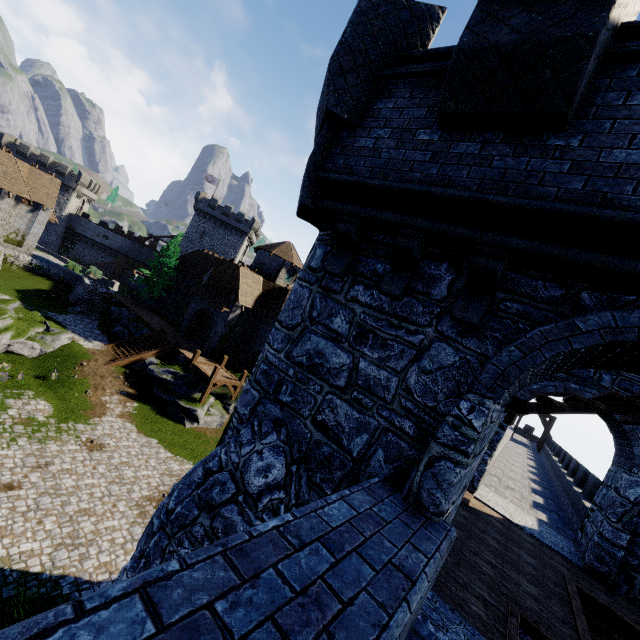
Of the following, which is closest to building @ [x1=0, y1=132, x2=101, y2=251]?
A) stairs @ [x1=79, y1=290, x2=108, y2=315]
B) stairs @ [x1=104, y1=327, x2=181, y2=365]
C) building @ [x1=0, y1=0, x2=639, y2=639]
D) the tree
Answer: stairs @ [x1=79, y1=290, x2=108, y2=315]

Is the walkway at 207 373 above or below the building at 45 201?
below

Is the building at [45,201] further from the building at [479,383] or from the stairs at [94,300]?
the building at [479,383]

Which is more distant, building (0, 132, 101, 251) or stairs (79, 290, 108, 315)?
stairs (79, 290, 108, 315)

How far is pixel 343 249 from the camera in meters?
4.9

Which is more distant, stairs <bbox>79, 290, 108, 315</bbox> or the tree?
the tree

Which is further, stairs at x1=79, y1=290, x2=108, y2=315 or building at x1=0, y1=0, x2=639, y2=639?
stairs at x1=79, y1=290, x2=108, y2=315

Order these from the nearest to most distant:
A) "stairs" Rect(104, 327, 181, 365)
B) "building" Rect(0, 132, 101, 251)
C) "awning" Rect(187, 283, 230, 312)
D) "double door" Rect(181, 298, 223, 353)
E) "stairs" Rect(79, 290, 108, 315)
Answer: "stairs" Rect(104, 327, 181, 365), "awning" Rect(187, 283, 230, 312), "double door" Rect(181, 298, 223, 353), "building" Rect(0, 132, 101, 251), "stairs" Rect(79, 290, 108, 315)
